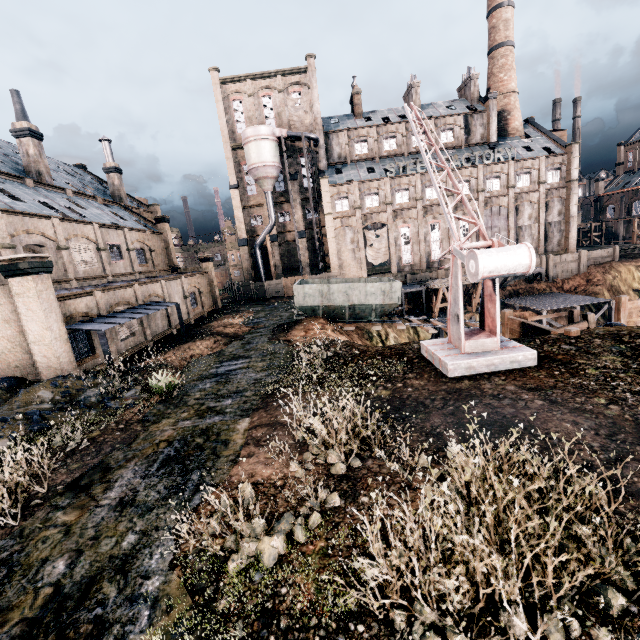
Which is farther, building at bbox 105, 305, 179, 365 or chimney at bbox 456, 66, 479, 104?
chimney at bbox 456, 66, 479, 104

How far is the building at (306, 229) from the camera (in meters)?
49.34

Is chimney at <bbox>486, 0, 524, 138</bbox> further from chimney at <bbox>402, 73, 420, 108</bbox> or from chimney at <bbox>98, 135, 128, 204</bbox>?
chimney at <bbox>98, 135, 128, 204</bbox>

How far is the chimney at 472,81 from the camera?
50.3m

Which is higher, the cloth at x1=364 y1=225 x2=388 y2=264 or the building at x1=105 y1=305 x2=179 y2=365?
the cloth at x1=364 y1=225 x2=388 y2=264

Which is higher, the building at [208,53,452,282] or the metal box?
the building at [208,53,452,282]

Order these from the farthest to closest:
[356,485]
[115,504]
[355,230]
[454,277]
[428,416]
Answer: [355,230]
[454,277]
[428,416]
[115,504]
[356,485]

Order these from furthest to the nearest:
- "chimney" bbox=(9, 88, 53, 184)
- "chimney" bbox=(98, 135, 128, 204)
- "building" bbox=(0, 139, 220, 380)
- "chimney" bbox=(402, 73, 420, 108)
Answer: "chimney" bbox=(402, 73, 420, 108) < "chimney" bbox=(98, 135, 128, 204) < "chimney" bbox=(9, 88, 53, 184) < "building" bbox=(0, 139, 220, 380)
